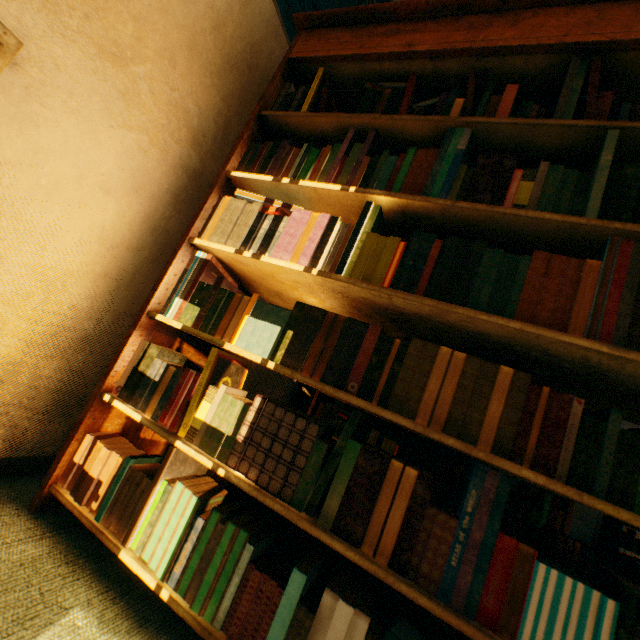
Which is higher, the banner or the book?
the banner

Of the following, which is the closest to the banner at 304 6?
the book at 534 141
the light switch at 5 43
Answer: the book at 534 141

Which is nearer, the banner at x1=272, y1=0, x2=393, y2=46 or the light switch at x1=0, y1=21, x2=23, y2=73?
the light switch at x1=0, y1=21, x2=23, y2=73

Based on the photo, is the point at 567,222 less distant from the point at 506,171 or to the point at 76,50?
the point at 506,171

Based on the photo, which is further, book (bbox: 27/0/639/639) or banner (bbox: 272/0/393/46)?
banner (bbox: 272/0/393/46)

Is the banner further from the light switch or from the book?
the light switch
